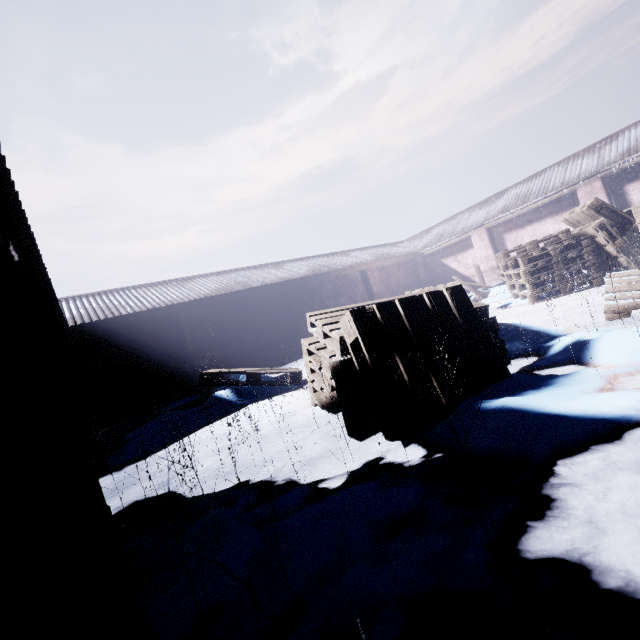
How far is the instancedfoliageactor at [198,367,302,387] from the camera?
4.6m

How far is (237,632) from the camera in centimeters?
94cm

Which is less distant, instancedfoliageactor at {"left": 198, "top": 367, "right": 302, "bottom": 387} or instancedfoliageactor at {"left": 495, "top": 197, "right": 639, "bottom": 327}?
instancedfoliageactor at {"left": 495, "top": 197, "right": 639, "bottom": 327}

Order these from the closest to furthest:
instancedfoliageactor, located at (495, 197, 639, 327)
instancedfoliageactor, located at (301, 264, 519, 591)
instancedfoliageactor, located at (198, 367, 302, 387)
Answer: instancedfoliageactor, located at (301, 264, 519, 591), instancedfoliageactor, located at (495, 197, 639, 327), instancedfoliageactor, located at (198, 367, 302, 387)

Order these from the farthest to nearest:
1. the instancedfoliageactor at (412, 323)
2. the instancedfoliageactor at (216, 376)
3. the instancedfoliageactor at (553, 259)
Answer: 1. the instancedfoliageactor at (216, 376)
2. the instancedfoliageactor at (553, 259)
3. the instancedfoliageactor at (412, 323)

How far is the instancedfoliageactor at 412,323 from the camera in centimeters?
191cm
